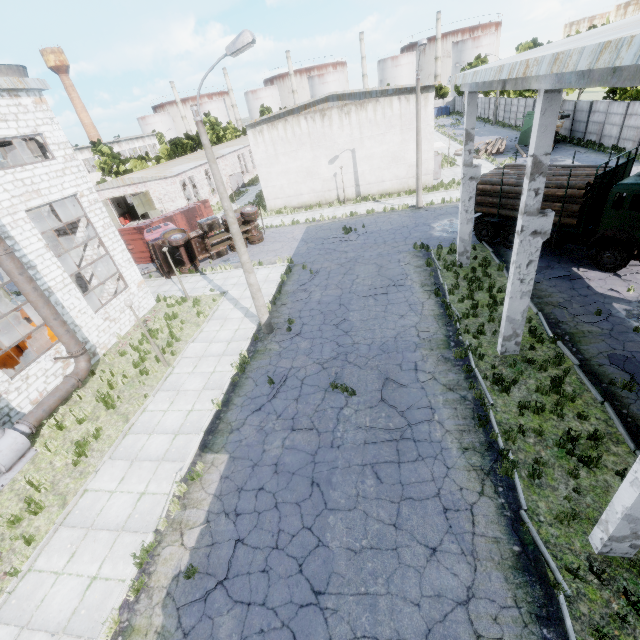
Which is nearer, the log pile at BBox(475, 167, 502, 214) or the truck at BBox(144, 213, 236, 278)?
the log pile at BBox(475, 167, 502, 214)

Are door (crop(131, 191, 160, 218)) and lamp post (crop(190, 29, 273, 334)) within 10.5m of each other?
no

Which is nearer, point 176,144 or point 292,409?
point 292,409

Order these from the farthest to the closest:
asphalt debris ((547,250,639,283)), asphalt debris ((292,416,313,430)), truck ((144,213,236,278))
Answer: truck ((144,213,236,278)), asphalt debris ((547,250,639,283)), asphalt debris ((292,416,313,430))

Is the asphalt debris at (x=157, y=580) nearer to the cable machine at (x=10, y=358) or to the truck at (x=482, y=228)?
the truck at (x=482, y=228)

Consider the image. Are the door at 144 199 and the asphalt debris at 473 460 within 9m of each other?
no

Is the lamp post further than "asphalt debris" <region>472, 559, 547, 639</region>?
Yes

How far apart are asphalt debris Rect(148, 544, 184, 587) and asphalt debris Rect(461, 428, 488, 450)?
6.0m
